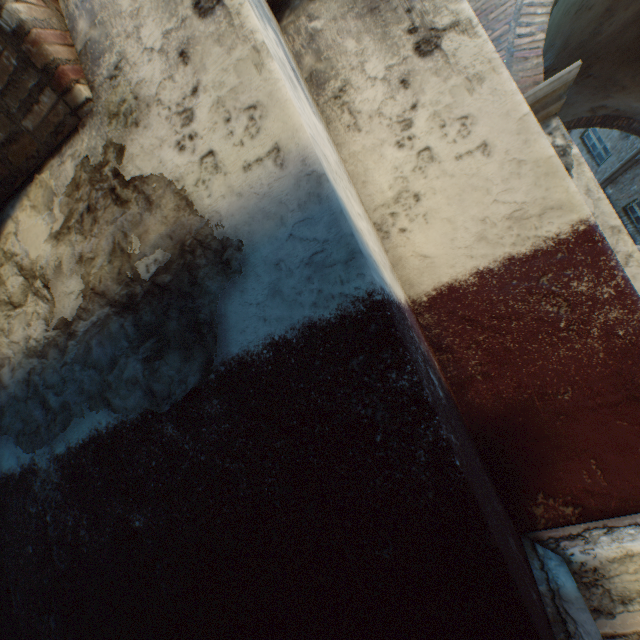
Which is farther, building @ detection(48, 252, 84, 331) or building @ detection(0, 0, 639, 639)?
building @ detection(48, 252, 84, 331)

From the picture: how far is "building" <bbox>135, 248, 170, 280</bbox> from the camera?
1.4 meters

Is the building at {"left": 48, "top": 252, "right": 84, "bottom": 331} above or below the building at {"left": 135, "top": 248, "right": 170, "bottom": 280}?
above

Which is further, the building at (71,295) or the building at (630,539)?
the building at (71,295)

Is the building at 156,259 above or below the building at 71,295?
below

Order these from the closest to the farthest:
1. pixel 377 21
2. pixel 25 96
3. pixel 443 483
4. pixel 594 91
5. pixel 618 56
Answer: pixel 443 483 → pixel 25 96 → pixel 377 21 → pixel 618 56 → pixel 594 91
